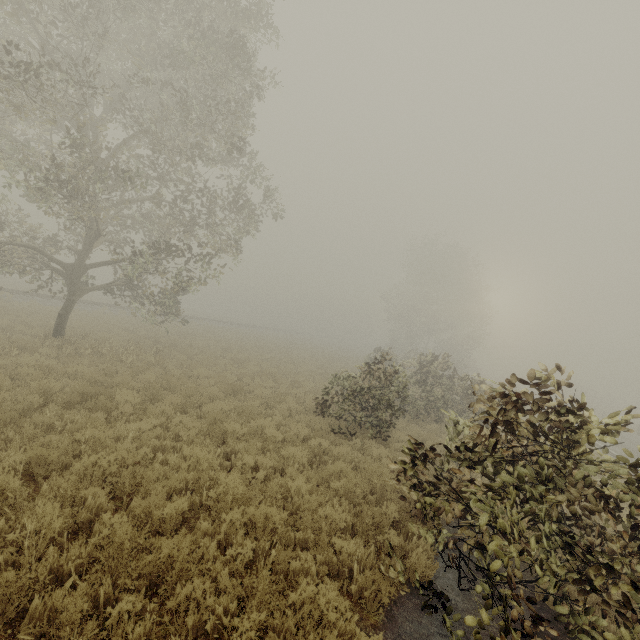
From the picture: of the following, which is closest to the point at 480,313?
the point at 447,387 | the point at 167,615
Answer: the point at 447,387
